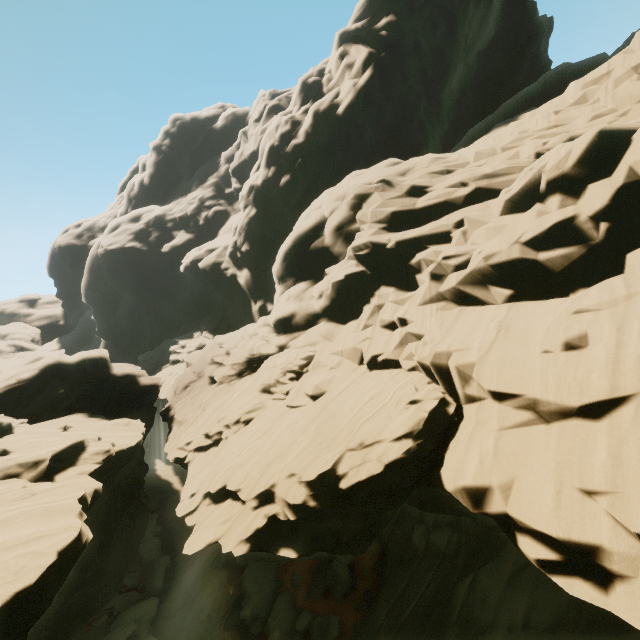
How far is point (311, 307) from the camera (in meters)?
23.28
